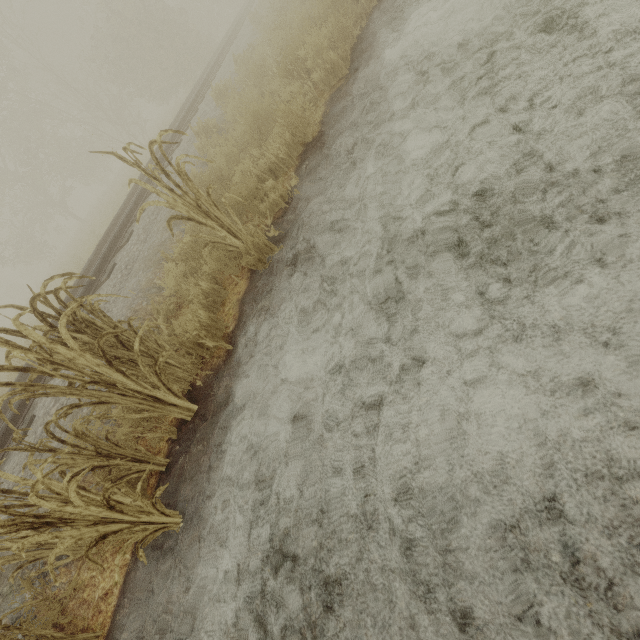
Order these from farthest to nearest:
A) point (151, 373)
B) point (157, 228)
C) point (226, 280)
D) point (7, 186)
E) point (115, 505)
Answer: point (7, 186), point (157, 228), point (226, 280), point (151, 373), point (115, 505)

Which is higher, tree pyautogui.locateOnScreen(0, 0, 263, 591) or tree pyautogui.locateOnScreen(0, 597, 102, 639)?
tree pyautogui.locateOnScreen(0, 597, 102, 639)

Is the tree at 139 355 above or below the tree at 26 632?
below
